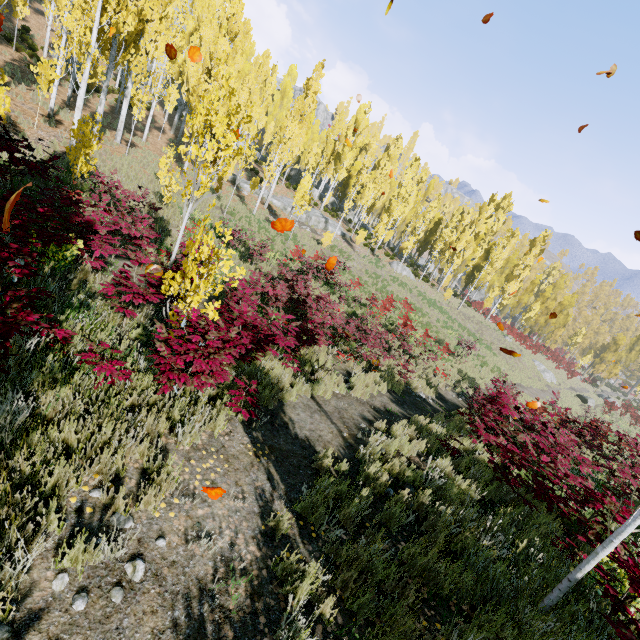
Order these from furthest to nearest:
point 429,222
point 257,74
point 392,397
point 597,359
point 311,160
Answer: point 429,222 < point 597,359 < point 311,160 < point 257,74 < point 392,397

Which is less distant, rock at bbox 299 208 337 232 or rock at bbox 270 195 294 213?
rock at bbox 270 195 294 213

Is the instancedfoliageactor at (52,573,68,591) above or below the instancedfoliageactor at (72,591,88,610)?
above

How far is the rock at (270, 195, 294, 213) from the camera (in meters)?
31.36

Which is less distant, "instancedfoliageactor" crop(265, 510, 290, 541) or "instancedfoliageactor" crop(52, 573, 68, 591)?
"instancedfoliageactor" crop(52, 573, 68, 591)

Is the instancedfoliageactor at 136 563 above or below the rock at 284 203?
below

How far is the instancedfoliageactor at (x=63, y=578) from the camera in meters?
2.1

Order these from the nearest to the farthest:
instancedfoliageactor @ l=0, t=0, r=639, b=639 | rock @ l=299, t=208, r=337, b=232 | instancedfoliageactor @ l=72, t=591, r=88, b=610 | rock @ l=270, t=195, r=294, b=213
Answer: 1. instancedfoliageactor @ l=72, t=591, r=88, b=610
2. instancedfoliageactor @ l=0, t=0, r=639, b=639
3. rock @ l=270, t=195, r=294, b=213
4. rock @ l=299, t=208, r=337, b=232
